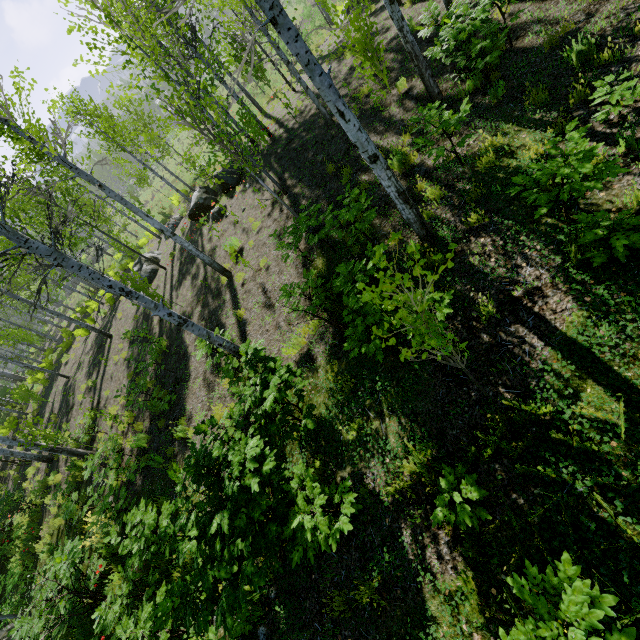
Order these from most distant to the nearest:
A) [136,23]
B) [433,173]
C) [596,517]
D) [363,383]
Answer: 1. [136,23]
2. [433,173]
3. [363,383]
4. [596,517]
